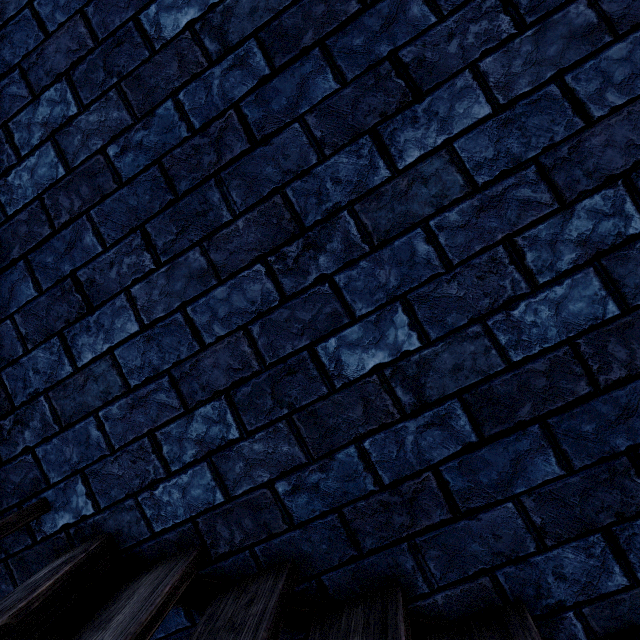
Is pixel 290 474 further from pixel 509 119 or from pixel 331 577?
pixel 509 119

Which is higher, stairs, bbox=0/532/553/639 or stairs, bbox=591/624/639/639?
stairs, bbox=0/532/553/639

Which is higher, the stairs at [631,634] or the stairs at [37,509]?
the stairs at [37,509]
